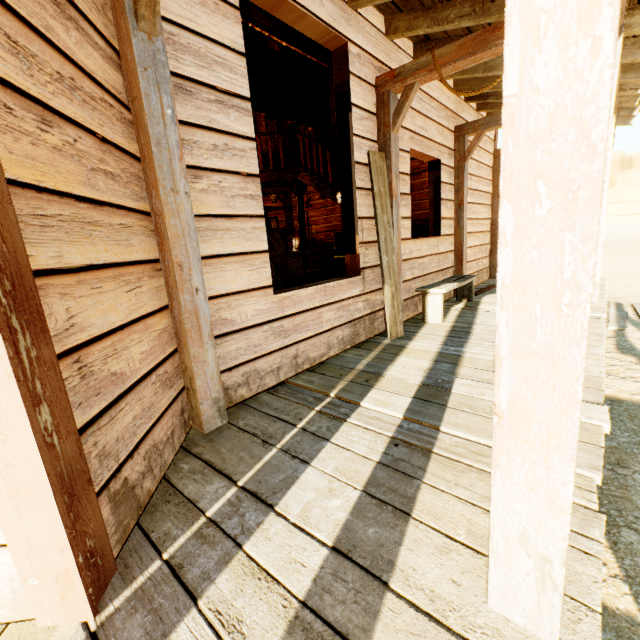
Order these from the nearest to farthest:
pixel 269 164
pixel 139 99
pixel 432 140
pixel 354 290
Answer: pixel 139 99, pixel 354 290, pixel 432 140, pixel 269 164

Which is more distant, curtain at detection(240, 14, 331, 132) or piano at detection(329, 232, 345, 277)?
piano at detection(329, 232, 345, 277)

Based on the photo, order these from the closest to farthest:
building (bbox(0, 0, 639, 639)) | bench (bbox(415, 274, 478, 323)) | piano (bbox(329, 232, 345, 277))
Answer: building (bbox(0, 0, 639, 639)) < bench (bbox(415, 274, 478, 323)) < piano (bbox(329, 232, 345, 277))

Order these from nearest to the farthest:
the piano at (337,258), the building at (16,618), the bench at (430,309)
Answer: the building at (16,618)
the bench at (430,309)
the piano at (337,258)

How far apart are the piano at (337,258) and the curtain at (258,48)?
4.0 meters

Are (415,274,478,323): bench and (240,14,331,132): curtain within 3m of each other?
yes

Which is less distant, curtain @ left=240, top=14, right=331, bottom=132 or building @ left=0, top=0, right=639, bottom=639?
building @ left=0, top=0, right=639, bottom=639

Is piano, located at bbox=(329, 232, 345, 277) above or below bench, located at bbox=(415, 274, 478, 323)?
above
